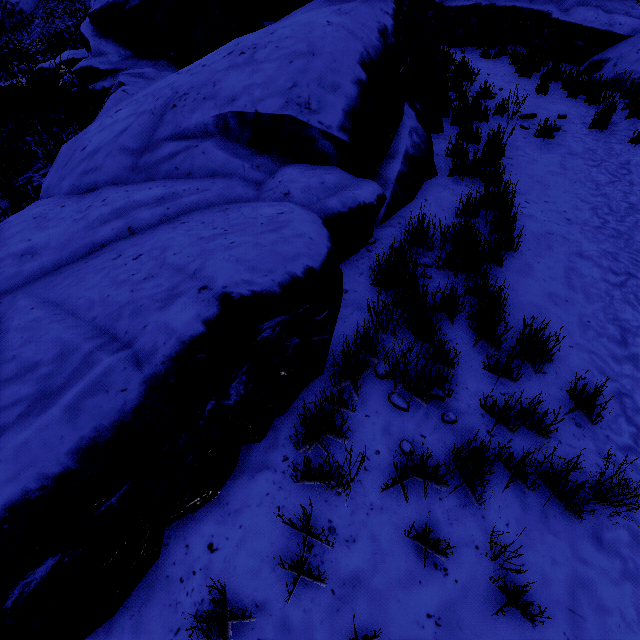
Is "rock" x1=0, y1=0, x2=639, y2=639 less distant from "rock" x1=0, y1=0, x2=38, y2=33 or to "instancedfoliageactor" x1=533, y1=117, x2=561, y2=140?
"instancedfoliageactor" x1=533, y1=117, x2=561, y2=140

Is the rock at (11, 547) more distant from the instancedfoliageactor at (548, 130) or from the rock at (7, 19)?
the rock at (7, 19)

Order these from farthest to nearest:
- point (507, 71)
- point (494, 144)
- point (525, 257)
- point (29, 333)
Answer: point (507, 71)
point (494, 144)
point (525, 257)
point (29, 333)

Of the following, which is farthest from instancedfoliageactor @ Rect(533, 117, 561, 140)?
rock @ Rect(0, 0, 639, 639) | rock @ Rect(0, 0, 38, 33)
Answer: rock @ Rect(0, 0, 38, 33)

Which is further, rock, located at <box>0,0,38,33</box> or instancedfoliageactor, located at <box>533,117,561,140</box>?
rock, located at <box>0,0,38,33</box>
